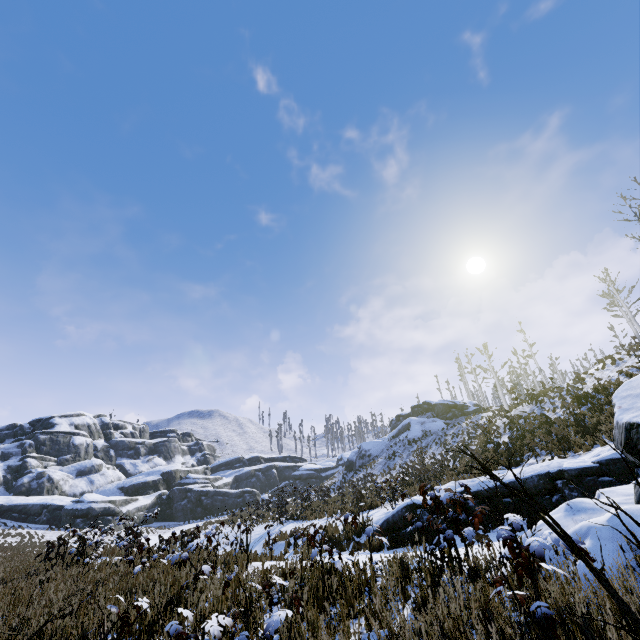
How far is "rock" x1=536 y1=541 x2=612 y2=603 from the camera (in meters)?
2.45

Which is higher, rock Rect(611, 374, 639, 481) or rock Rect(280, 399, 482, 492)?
rock Rect(280, 399, 482, 492)

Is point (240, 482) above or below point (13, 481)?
below

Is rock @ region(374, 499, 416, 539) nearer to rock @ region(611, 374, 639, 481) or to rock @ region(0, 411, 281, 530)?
rock @ region(611, 374, 639, 481)

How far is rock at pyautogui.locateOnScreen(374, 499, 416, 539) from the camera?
10.0 meters

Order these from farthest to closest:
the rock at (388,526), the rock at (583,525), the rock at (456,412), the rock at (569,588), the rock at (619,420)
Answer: the rock at (456,412) < the rock at (388,526) < the rock at (619,420) < the rock at (583,525) < the rock at (569,588)

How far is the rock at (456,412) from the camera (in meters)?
41.88

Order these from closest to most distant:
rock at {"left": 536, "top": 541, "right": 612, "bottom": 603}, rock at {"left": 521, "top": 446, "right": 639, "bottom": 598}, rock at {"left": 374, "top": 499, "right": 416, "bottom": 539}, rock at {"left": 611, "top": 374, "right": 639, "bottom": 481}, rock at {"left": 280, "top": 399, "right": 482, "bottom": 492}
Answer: rock at {"left": 536, "top": 541, "right": 612, "bottom": 603}, rock at {"left": 521, "top": 446, "right": 639, "bottom": 598}, rock at {"left": 611, "top": 374, "right": 639, "bottom": 481}, rock at {"left": 374, "top": 499, "right": 416, "bottom": 539}, rock at {"left": 280, "top": 399, "right": 482, "bottom": 492}
